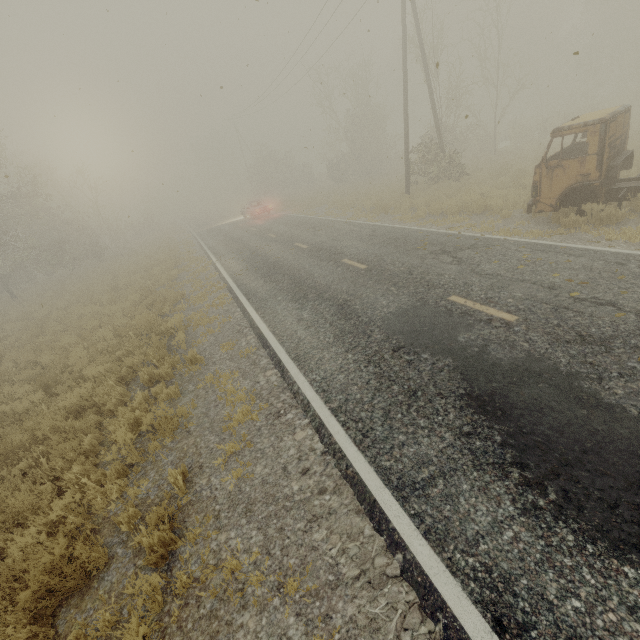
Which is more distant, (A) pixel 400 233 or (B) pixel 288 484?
(A) pixel 400 233

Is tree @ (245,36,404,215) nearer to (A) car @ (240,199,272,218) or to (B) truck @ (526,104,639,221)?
(A) car @ (240,199,272,218)

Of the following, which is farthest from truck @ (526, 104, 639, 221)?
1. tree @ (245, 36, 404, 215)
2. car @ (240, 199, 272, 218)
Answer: tree @ (245, 36, 404, 215)

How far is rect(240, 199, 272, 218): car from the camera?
27.89m

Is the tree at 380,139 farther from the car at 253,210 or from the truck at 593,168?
the truck at 593,168

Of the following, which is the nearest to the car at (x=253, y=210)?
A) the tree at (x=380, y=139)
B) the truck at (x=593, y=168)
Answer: the tree at (x=380, y=139)

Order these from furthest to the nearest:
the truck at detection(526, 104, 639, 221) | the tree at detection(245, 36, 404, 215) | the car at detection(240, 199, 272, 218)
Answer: the tree at detection(245, 36, 404, 215) < the car at detection(240, 199, 272, 218) < the truck at detection(526, 104, 639, 221)
